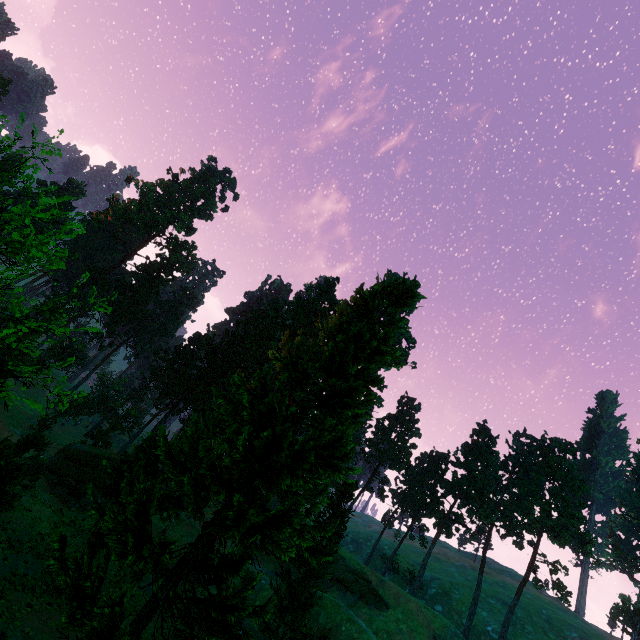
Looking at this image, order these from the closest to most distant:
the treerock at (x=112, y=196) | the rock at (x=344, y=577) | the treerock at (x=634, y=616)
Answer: the rock at (x=344, y=577) → the treerock at (x=634, y=616) → the treerock at (x=112, y=196)

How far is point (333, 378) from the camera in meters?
13.0 m

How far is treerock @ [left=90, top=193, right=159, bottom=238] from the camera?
55.44m

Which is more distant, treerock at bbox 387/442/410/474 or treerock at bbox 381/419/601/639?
treerock at bbox 387/442/410/474

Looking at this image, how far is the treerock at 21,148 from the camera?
8.01m

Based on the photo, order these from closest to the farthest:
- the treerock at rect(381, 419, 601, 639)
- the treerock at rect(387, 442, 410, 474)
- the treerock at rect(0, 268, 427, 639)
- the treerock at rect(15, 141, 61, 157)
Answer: the treerock at rect(15, 141, 61, 157), the treerock at rect(0, 268, 427, 639), the treerock at rect(381, 419, 601, 639), the treerock at rect(387, 442, 410, 474)
